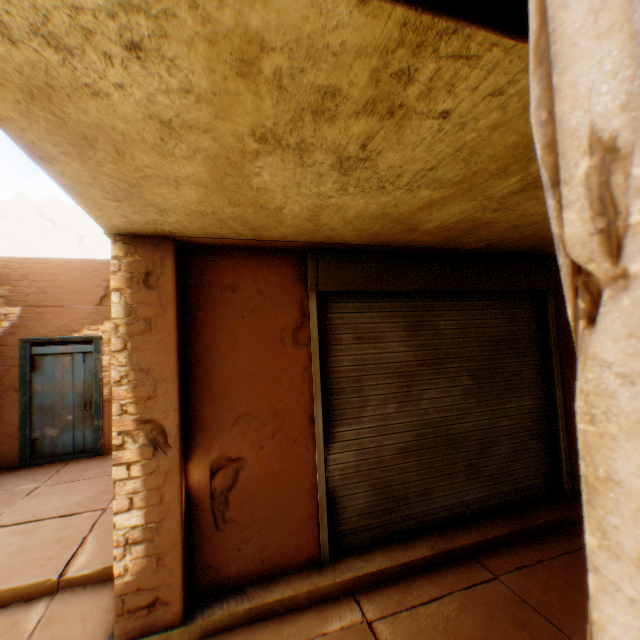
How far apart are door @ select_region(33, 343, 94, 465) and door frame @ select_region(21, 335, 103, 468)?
0.0m

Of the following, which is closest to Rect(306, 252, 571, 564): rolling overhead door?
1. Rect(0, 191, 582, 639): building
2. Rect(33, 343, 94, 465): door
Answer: Rect(0, 191, 582, 639): building

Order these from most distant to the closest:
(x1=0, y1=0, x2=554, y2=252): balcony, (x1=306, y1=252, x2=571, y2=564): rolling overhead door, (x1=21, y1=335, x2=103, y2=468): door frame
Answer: (x1=21, y1=335, x2=103, y2=468): door frame → (x1=306, y1=252, x2=571, y2=564): rolling overhead door → (x1=0, y1=0, x2=554, y2=252): balcony

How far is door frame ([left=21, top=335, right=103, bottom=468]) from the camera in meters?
6.3

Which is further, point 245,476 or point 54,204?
point 54,204

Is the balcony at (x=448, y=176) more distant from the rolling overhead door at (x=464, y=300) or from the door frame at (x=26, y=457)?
the door frame at (x=26, y=457)

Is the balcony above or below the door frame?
above

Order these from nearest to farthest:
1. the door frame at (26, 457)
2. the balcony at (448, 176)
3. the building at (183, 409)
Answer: the balcony at (448, 176), the building at (183, 409), the door frame at (26, 457)
